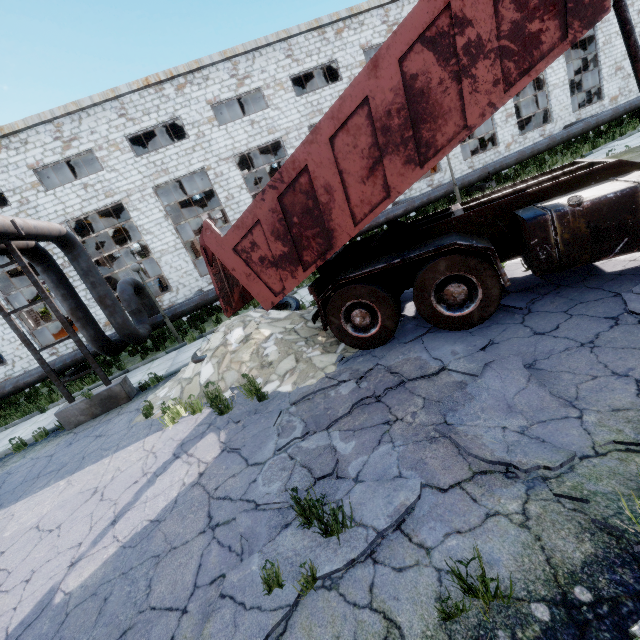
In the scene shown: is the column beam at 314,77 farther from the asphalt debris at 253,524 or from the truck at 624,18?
the asphalt debris at 253,524

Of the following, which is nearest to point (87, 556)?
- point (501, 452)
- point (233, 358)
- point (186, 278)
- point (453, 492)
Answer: point (233, 358)

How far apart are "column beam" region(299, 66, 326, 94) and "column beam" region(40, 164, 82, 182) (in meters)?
17.50

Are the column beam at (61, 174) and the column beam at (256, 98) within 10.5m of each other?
no

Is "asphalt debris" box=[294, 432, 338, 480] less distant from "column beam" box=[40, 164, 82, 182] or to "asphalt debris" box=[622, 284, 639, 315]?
"asphalt debris" box=[622, 284, 639, 315]

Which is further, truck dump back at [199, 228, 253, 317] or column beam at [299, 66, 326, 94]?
column beam at [299, 66, 326, 94]

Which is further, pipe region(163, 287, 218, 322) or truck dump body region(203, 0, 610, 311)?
pipe region(163, 287, 218, 322)

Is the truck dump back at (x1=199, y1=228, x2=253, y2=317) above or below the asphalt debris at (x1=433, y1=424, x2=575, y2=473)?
above
